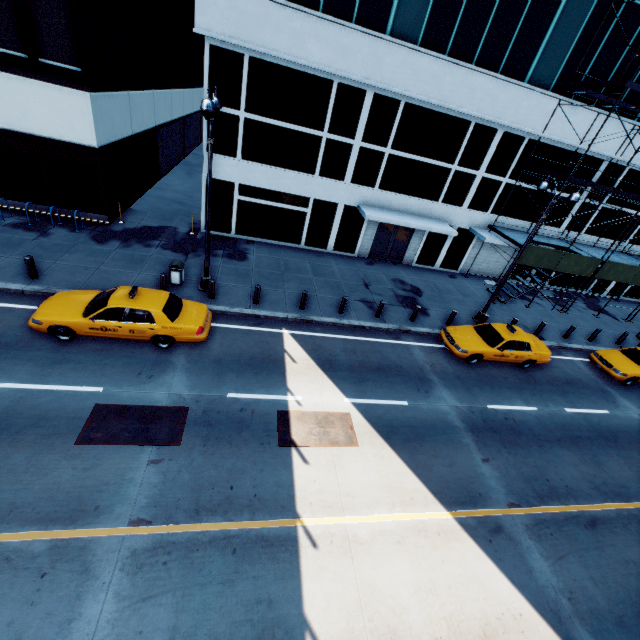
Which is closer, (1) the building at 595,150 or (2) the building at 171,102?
(2) the building at 171,102

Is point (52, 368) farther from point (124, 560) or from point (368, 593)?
point (368, 593)

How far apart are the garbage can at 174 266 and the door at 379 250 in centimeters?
1201cm

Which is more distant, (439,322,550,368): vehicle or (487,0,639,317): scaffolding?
(487,0,639,317): scaffolding

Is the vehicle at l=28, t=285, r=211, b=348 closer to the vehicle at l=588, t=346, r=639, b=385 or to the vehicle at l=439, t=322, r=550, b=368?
the vehicle at l=439, t=322, r=550, b=368

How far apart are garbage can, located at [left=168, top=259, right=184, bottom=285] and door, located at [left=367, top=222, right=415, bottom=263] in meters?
12.0

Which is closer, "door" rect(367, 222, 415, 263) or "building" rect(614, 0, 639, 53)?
"building" rect(614, 0, 639, 53)

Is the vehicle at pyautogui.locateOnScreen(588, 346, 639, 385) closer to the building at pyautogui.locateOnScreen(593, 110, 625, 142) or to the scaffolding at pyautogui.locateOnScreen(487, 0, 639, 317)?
the scaffolding at pyautogui.locateOnScreen(487, 0, 639, 317)
